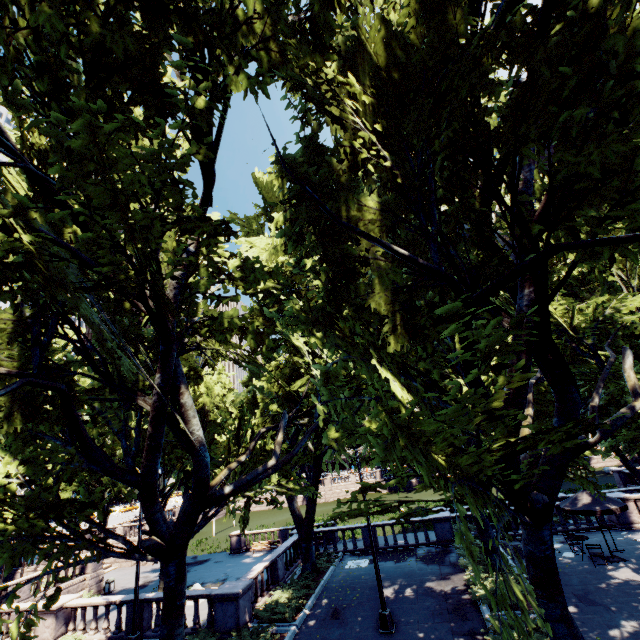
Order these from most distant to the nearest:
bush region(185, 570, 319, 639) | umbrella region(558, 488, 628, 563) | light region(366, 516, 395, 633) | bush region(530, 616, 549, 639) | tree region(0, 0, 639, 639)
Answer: umbrella region(558, 488, 628, 563)
bush region(185, 570, 319, 639)
light region(366, 516, 395, 633)
bush region(530, 616, 549, 639)
tree region(0, 0, 639, 639)

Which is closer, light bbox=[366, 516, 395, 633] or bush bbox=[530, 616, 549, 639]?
bush bbox=[530, 616, 549, 639]

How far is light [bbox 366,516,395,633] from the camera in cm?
1239

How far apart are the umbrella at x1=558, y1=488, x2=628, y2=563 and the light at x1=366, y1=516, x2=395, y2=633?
10.2m

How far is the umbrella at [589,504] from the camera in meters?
15.0 m

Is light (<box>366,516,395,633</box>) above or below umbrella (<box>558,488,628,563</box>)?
below

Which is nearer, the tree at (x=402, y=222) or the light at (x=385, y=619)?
the tree at (x=402, y=222)

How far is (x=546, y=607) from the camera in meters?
7.3 m
